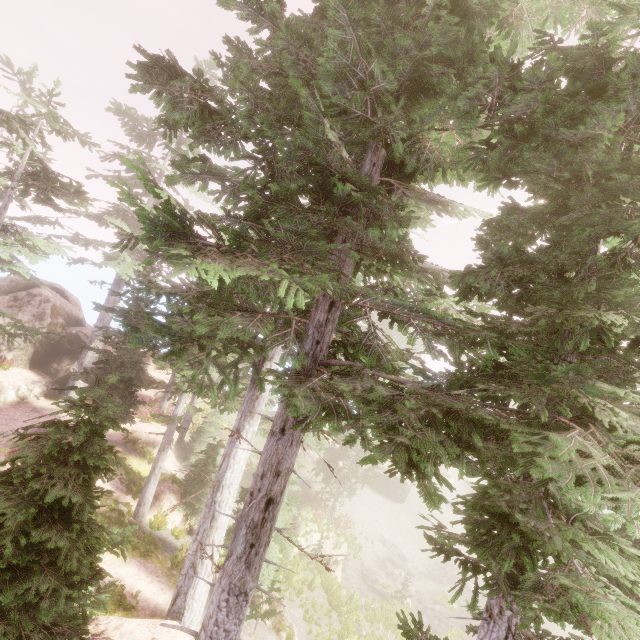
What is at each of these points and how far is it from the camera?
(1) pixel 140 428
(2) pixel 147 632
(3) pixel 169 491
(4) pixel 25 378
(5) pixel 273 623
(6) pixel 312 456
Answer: (1) rock, 21.7m
(2) rock, 8.4m
(3) rock, 16.7m
(4) rock, 22.1m
(5) rock, 14.1m
(6) rock, 34.0m

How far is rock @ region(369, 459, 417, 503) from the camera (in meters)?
35.28

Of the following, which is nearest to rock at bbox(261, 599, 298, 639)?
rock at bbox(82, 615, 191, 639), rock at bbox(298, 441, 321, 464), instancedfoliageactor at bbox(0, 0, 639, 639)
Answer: instancedfoliageactor at bbox(0, 0, 639, 639)

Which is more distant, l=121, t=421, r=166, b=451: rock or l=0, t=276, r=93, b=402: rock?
l=0, t=276, r=93, b=402: rock

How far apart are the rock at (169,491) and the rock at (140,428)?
4.09m

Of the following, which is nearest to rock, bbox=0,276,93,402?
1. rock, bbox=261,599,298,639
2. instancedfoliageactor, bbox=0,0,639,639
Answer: instancedfoliageactor, bbox=0,0,639,639

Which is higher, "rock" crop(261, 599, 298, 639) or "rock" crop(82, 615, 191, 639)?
"rock" crop(82, 615, 191, 639)

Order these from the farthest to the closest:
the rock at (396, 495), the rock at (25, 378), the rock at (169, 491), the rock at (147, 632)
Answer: the rock at (396, 495), the rock at (25, 378), the rock at (169, 491), the rock at (147, 632)
